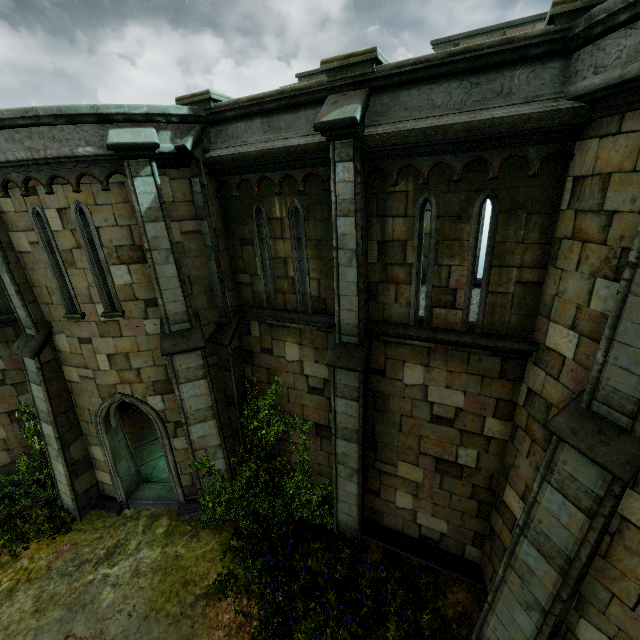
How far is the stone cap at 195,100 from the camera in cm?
642

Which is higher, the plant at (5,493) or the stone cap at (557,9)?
the stone cap at (557,9)

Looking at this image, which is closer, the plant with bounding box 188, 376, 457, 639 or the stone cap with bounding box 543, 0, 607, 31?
the stone cap with bounding box 543, 0, 607, 31

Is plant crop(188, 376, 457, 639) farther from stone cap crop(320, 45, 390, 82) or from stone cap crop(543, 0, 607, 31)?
stone cap crop(543, 0, 607, 31)

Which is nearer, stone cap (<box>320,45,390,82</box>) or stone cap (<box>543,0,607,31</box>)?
stone cap (<box>543,0,607,31</box>)

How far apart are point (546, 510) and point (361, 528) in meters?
4.8 m

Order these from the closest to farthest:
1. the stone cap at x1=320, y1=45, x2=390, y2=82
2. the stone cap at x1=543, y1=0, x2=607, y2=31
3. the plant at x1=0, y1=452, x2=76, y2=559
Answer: the stone cap at x1=543, y1=0, x2=607, y2=31, the stone cap at x1=320, y1=45, x2=390, y2=82, the plant at x1=0, y1=452, x2=76, y2=559

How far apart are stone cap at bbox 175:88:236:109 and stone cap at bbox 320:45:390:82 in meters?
2.4
